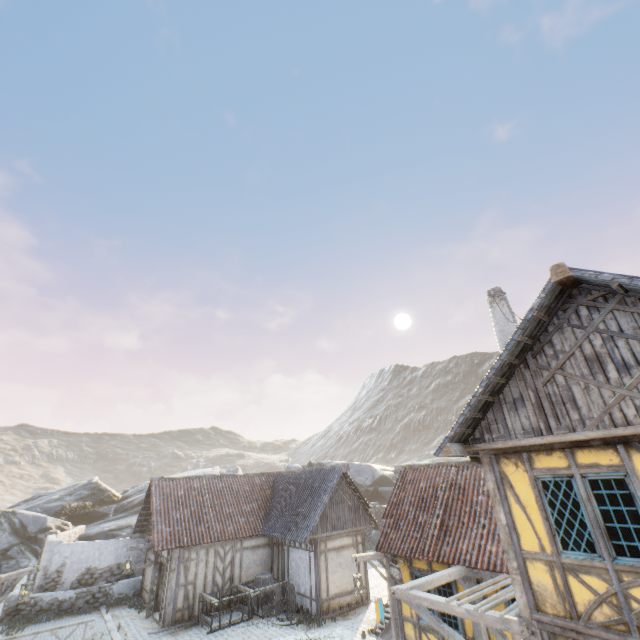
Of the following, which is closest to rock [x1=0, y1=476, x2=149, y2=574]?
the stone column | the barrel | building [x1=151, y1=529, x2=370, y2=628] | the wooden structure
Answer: building [x1=151, y1=529, x2=370, y2=628]

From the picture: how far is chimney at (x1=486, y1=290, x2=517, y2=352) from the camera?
12.23m

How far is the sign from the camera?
10.9 meters

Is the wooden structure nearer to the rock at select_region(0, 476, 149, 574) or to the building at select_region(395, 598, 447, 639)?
the rock at select_region(0, 476, 149, 574)

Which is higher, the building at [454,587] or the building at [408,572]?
the building at [408,572]

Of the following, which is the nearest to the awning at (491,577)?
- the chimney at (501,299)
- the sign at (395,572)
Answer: the sign at (395,572)

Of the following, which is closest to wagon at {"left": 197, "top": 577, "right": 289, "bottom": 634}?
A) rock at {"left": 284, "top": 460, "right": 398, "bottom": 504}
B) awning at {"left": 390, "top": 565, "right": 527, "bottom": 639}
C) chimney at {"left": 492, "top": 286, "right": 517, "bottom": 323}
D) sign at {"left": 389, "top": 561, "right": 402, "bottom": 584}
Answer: sign at {"left": 389, "top": 561, "right": 402, "bottom": 584}

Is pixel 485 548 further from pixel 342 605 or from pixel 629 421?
pixel 342 605
